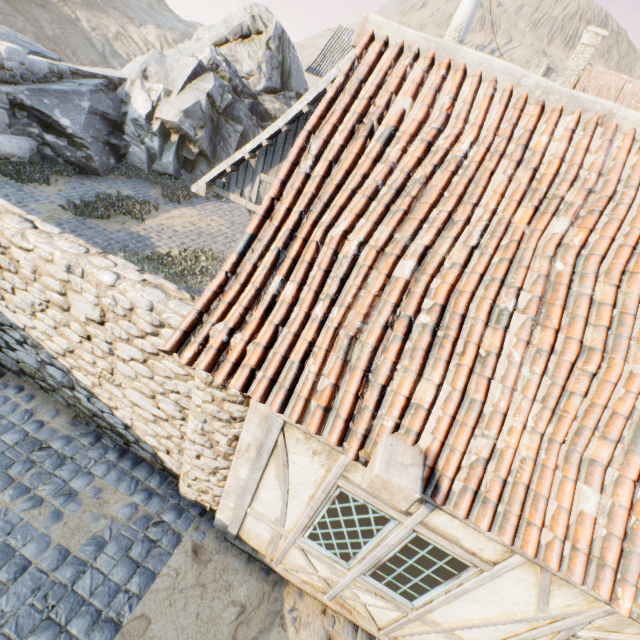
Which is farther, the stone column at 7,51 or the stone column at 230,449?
the stone column at 7,51

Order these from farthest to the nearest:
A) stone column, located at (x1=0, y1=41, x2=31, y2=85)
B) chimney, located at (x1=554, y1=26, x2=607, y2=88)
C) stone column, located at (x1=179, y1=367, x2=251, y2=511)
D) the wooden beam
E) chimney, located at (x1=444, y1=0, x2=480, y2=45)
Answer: chimney, located at (x1=554, y1=26, x2=607, y2=88) → chimney, located at (x1=444, y1=0, x2=480, y2=45) → stone column, located at (x1=0, y1=41, x2=31, y2=85) → stone column, located at (x1=179, y1=367, x2=251, y2=511) → the wooden beam

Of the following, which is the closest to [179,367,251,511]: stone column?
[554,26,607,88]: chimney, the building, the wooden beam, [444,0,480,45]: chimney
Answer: the building

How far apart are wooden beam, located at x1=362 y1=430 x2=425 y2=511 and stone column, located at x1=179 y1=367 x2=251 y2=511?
1.3 meters

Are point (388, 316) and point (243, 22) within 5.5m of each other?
no

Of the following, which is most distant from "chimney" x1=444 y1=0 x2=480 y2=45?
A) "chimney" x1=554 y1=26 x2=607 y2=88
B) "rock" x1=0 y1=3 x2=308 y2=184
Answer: "chimney" x1=554 y1=26 x2=607 y2=88

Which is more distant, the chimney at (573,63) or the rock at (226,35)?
the chimney at (573,63)

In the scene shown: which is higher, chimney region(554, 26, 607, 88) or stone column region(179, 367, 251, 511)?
chimney region(554, 26, 607, 88)
